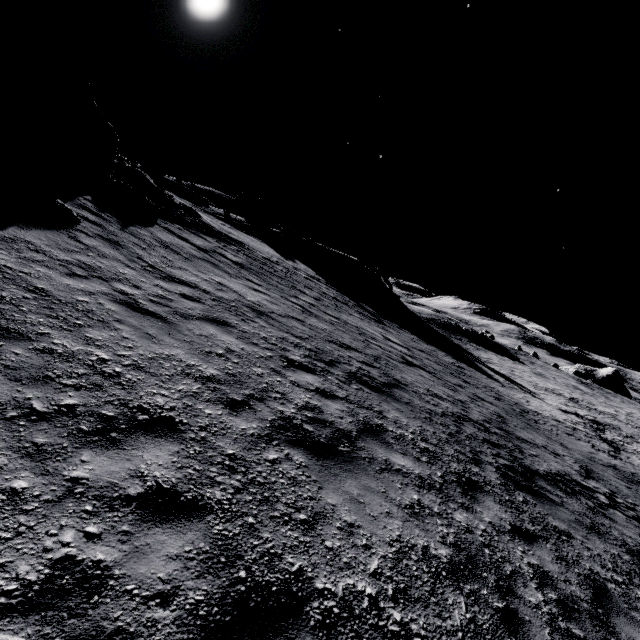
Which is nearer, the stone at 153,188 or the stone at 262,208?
the stone at 153,188

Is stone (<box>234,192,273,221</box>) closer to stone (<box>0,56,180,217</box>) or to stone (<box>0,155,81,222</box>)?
stone (<box>0,56,180,217</box>)

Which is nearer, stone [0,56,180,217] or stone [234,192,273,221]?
stone [0,56,180,217]

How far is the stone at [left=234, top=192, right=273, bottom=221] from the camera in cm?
5578

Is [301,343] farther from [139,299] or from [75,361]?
[75,361]

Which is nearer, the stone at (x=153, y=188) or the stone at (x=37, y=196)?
the stone at (x=37, y=196)
